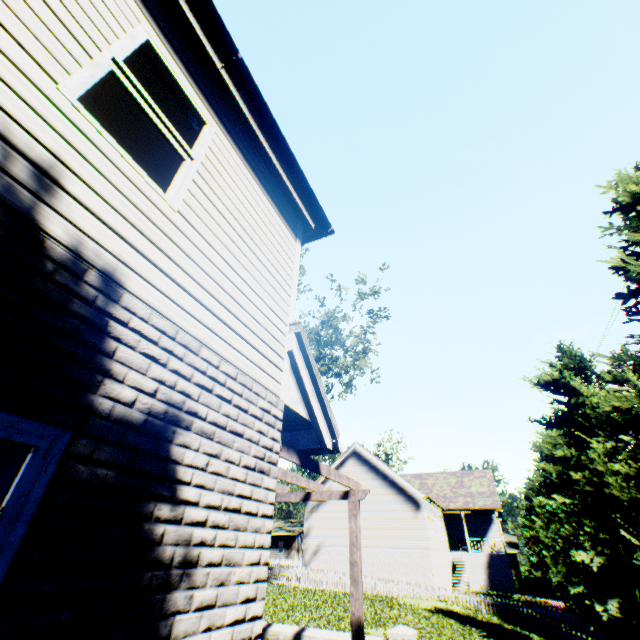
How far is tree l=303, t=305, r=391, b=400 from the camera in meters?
23.4

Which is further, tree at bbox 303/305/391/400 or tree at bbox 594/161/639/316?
tree at bbox 303/305/391/400

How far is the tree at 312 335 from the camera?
23.41m

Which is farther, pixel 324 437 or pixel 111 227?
pixel 324 437

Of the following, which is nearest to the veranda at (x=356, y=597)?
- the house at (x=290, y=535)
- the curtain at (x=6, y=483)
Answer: the curtain at (x=6, y=483)

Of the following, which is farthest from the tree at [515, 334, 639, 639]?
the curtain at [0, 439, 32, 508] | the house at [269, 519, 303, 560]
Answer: the curtain at [0, 439, 32, 508]

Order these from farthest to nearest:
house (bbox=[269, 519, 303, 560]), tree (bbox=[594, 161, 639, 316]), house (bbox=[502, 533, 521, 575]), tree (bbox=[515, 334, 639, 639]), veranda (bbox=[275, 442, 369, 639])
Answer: house (bbox=[269, 519, 303, 560]) → house (bbox=[502, 533, 521, 575]) → tree (bbox=[515, 334, 639, 639]) → tree (bbox=[594, 161, 639, 316]) → veranda (bbox=[275, 442, 369, 639])
